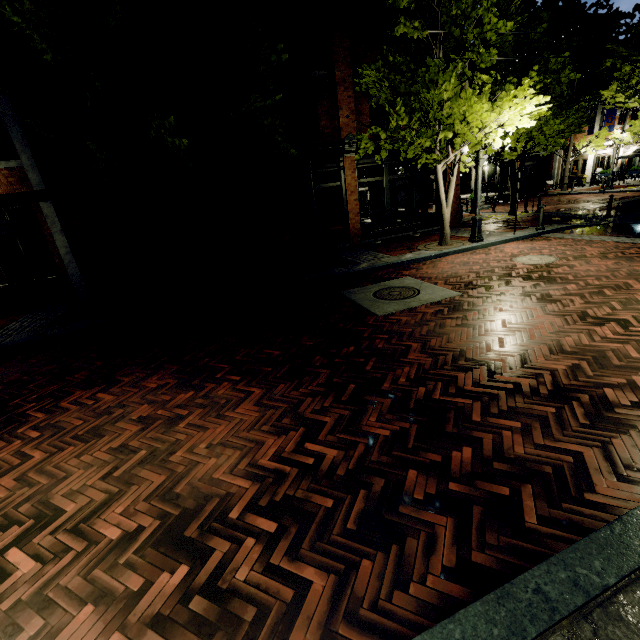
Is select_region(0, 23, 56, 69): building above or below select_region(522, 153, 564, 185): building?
above

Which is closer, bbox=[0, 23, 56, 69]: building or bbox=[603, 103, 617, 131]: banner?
bbox=[0, 23, 56, 69]: building

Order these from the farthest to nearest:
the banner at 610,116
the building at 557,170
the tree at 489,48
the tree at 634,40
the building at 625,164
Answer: A: the building at 557,170, the building at 625,164, the banner at 610,116, the tree at 634,40, the tree at 489,48

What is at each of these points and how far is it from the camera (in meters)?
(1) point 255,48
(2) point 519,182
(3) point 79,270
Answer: (1) tree, 6.64
(2) sign, 10.84
(3) building, 10.50

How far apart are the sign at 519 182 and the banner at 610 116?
22.58m

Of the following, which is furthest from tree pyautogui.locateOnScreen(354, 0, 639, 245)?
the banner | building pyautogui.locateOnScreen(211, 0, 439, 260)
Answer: the banner

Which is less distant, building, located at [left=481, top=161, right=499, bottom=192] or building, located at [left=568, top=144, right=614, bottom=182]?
building, located at [left=568, top=144, right=614, bottom=182]

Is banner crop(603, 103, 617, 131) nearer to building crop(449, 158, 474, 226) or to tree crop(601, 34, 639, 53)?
building crop(449, 158, 474, 226)
